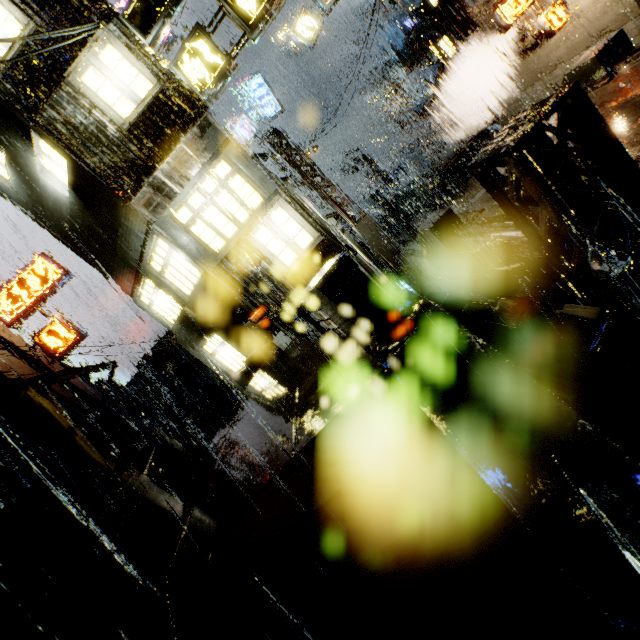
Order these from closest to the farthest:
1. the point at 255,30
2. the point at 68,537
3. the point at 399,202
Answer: the point at 68,537 → the point at 255,30 → the point at 399,202

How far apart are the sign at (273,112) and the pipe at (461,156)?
9.7 meters

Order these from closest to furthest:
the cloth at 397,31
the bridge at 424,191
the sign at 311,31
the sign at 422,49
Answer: the cloth at 397,31, the sign at 311,31, the sign at 422,49, the bridge at 424,191

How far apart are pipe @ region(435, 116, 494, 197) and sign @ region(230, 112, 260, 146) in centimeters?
967cm

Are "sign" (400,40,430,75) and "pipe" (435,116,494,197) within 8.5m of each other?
yes

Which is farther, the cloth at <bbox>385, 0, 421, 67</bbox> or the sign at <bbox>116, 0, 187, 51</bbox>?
the cloth at <bbox>385, 0, 421, 67</bbox>

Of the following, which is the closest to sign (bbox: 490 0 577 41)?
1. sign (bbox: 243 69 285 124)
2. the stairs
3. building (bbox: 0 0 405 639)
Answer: building (bbox: 0 0 405 639)

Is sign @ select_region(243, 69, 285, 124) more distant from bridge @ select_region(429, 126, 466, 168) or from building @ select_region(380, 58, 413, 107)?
bridge @ select_region(429, 126, 466, 168)
